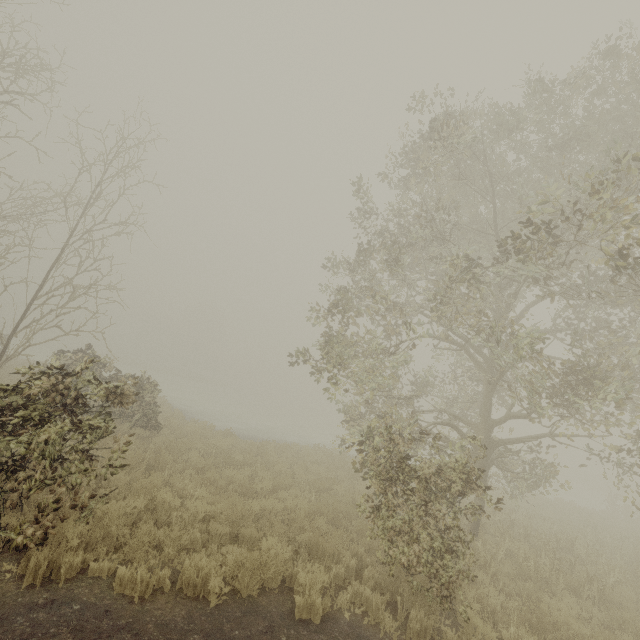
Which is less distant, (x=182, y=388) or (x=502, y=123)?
(x=502, y=123)
